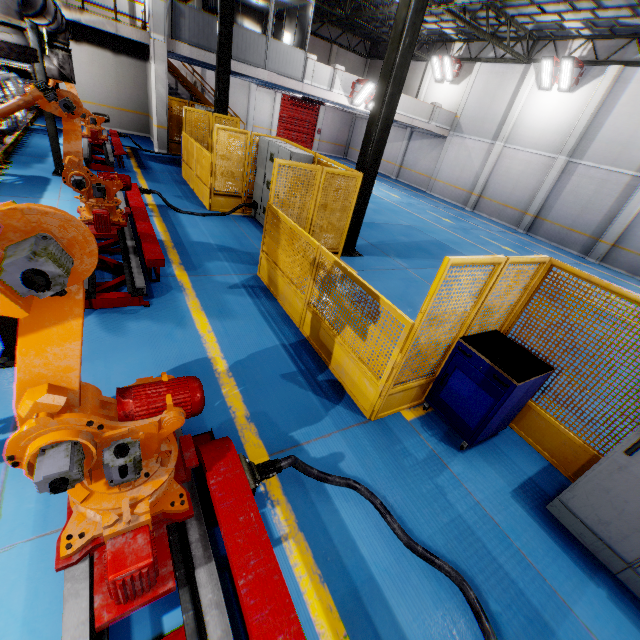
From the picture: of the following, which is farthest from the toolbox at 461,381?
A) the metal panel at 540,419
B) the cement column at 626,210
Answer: the cement column at 626,210

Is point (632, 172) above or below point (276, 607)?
above

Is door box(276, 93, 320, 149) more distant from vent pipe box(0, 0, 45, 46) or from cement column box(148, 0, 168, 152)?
vent pipe box(0, 0, 45, 46)

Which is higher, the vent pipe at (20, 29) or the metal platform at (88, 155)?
the vent pipe at (20, 29)

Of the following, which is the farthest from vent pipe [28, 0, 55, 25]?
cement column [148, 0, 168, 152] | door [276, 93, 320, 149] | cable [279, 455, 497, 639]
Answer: door [276, 93, 320, 149]

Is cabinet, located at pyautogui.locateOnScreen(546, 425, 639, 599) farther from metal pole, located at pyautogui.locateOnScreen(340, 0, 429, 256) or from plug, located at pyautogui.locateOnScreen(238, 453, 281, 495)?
metal pole, located at pyautogui.locateOnScreen(340, 0, 429, 256)

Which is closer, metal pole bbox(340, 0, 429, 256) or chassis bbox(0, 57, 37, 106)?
metal pole bbox(340, 0, 429, 256)

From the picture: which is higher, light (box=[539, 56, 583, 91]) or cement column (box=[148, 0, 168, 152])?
light (box=[539, 56, 583, 91])
